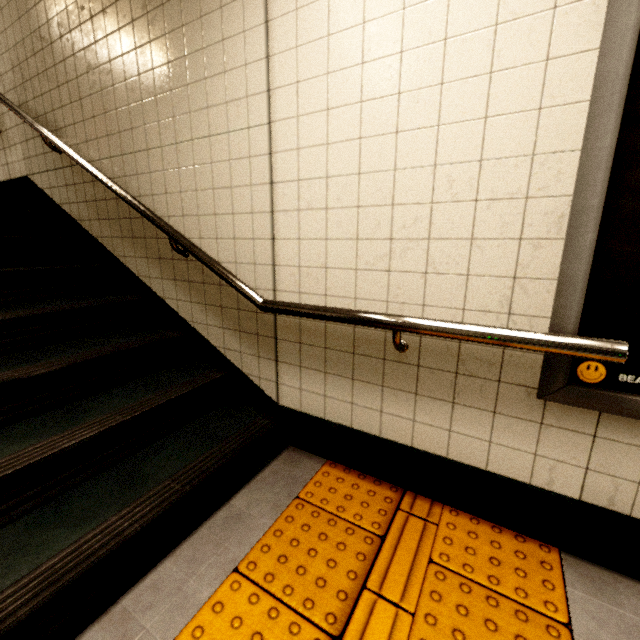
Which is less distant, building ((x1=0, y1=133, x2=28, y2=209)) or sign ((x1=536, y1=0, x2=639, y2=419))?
sign ((x1=536, y1=0, x2=639, y2=419))

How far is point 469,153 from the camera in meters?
1.2 m

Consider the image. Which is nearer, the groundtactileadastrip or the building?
the groundtactileadastrip

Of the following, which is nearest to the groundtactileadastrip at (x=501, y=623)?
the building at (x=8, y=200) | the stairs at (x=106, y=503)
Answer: the stairs at (x=106, y=503)

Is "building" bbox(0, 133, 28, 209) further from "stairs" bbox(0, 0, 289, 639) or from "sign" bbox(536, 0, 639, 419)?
"sign" bbox(536, 0, 639, 419)

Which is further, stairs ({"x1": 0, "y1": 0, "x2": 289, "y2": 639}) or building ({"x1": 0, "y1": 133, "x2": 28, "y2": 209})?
building ({"x1": 0, "y1": 133, "x2": 28, "y2": 209})

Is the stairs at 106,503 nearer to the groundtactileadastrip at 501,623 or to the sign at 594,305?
the groundtactileadastrip at 501,623
